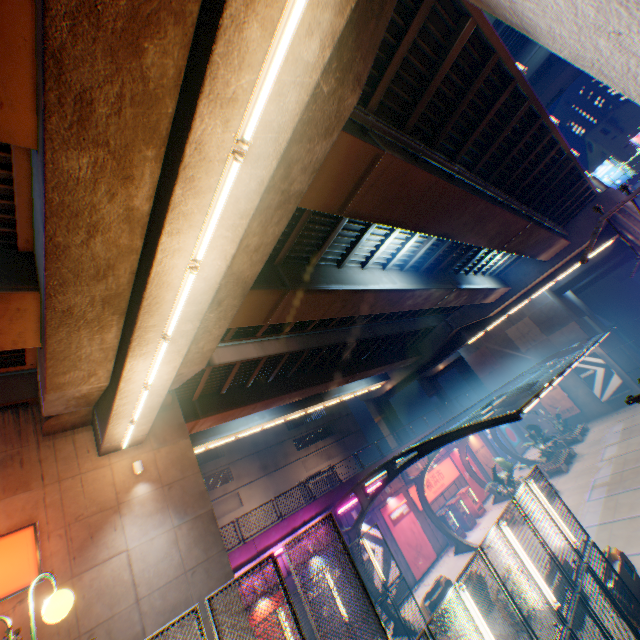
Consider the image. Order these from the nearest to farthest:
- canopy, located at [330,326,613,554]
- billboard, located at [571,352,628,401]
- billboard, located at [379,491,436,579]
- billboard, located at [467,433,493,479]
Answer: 1. canopy, located at [330,326,613,554]
2. billboard, located at [379,491,436,579]
3. billboard, located at [467,433,493,479]
4. billboard, located at [571,352,628,401]

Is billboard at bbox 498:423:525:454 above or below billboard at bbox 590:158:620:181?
below

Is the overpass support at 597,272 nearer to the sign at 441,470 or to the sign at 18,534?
the sign at 18,534

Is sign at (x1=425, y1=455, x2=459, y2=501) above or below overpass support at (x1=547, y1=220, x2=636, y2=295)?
below

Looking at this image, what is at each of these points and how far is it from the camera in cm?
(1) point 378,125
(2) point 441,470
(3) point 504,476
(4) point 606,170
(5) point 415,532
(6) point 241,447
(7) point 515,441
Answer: (1) pipe, 822
(2) sign, 2669
(3) plants, 2156
(4) billboard, 4866
(5) billboard, 2188
(6) building, 4062
(7) billboard, 3581

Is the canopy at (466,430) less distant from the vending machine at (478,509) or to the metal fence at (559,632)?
the metal fence at (559,632)

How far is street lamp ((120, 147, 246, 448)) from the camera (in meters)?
5.04

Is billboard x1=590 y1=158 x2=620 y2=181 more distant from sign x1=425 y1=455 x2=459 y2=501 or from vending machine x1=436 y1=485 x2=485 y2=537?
vending machine x1=436 y1=485 x2=485 y2=537
